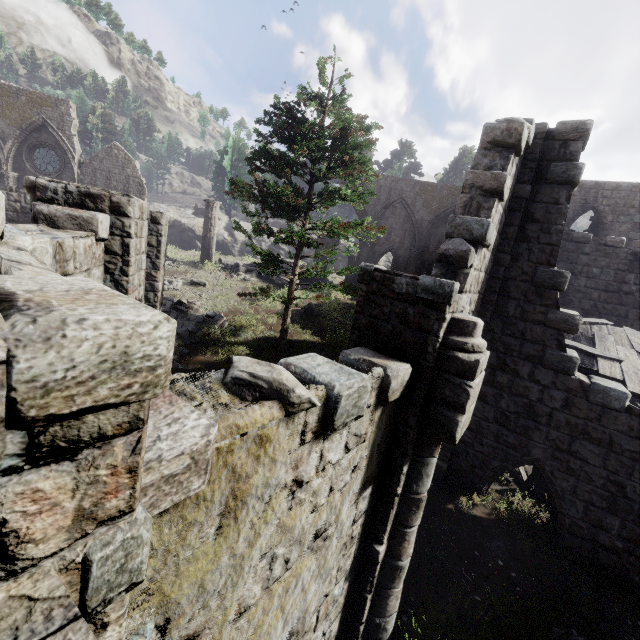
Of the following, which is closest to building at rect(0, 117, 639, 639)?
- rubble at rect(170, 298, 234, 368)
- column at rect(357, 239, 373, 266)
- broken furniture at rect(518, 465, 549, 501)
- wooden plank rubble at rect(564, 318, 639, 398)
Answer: wooden plank rubble at rect(564, 318, 639, 398)

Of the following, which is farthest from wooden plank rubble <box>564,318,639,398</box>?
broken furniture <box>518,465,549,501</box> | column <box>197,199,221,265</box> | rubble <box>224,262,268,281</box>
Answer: column <box>197,199,221,265</box>

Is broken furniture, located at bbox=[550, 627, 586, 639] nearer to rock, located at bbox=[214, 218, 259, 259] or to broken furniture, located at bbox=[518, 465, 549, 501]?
broken furniture, located at bbox=[518, 465, 549, 501]

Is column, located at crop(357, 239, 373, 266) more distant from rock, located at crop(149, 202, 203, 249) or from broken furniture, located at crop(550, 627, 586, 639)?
broken furniture, located at crop(550, 627, 586, 639)

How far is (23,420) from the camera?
0.8m

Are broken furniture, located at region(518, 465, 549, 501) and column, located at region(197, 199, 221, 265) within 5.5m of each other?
no

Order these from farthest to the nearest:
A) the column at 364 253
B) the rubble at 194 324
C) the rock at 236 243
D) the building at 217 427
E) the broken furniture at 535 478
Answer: the rock at 236 243
the column at 364 253
the rubble at 194 324
the broken furniture at 535 478
the building at 217 427

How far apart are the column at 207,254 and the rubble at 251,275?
1.8m
